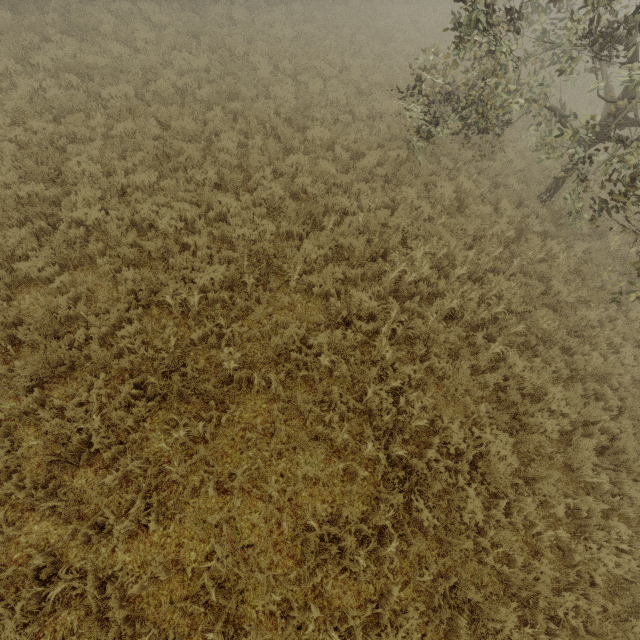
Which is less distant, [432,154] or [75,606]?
[75,606]
